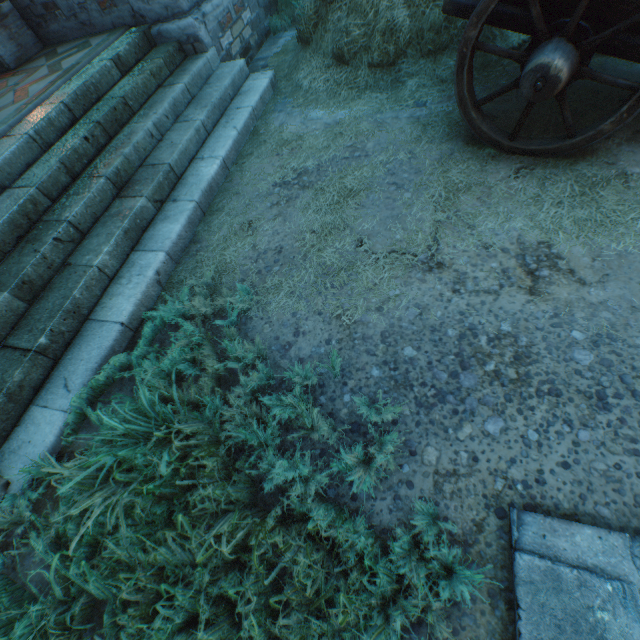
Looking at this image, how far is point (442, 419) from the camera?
1.91m

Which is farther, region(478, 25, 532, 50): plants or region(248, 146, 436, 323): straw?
region(478, 25, 532, 50): plants

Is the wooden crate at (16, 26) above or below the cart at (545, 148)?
above

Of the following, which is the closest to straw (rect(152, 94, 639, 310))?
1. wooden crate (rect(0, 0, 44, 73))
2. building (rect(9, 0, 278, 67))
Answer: building (rect(9, 0, 278, 67))

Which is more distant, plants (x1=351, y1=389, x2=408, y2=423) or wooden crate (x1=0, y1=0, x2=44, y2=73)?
wooden crate (x1=0, y1=0, x2=44, y2=73)

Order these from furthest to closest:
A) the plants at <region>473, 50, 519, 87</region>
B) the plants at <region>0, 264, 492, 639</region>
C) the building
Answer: the building < the plants at <region>473, 50, 519, 87</region> < the plants at <region>0, 264, 492, 639</region>

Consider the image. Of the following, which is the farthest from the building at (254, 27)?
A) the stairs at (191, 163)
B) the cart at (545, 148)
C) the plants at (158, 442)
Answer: the cart at (545, 148)
